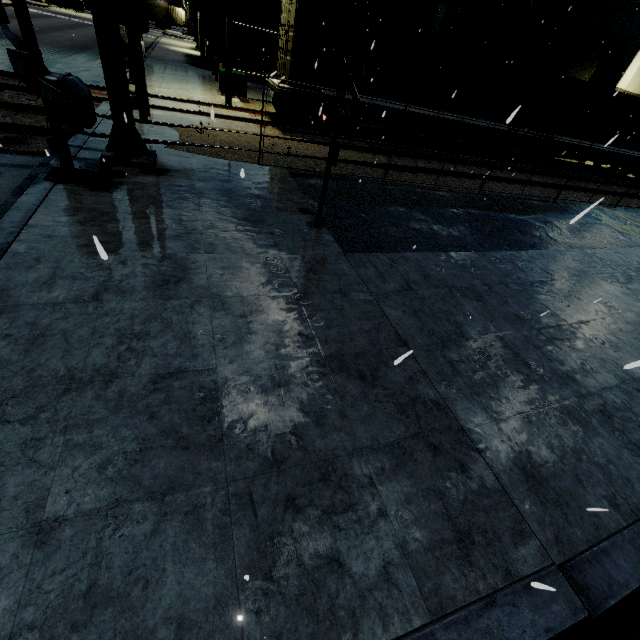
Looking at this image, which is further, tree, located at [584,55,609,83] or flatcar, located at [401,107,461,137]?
tree, located at [584,55,609,83]

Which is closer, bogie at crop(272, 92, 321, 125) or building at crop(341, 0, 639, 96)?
bogie at crop(272, 92, 321, 125)

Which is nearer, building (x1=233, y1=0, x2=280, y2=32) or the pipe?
building (x1=233, y1=0, x2=280, y2=32)

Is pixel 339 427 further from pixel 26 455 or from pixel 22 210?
pixel 22 210

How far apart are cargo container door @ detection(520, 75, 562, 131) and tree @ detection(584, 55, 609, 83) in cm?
1502

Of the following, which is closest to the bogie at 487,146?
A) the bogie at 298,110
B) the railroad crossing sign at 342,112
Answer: the bogie at 298,110

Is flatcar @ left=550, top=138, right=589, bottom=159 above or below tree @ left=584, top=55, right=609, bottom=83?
below

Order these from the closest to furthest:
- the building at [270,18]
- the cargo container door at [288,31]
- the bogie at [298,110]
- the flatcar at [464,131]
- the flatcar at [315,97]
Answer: the cargo container door at [288,31] < the flatcar at [315,97] < the bogie at [298,110] < the flatcar at [464,131] < the building at [270,18]
